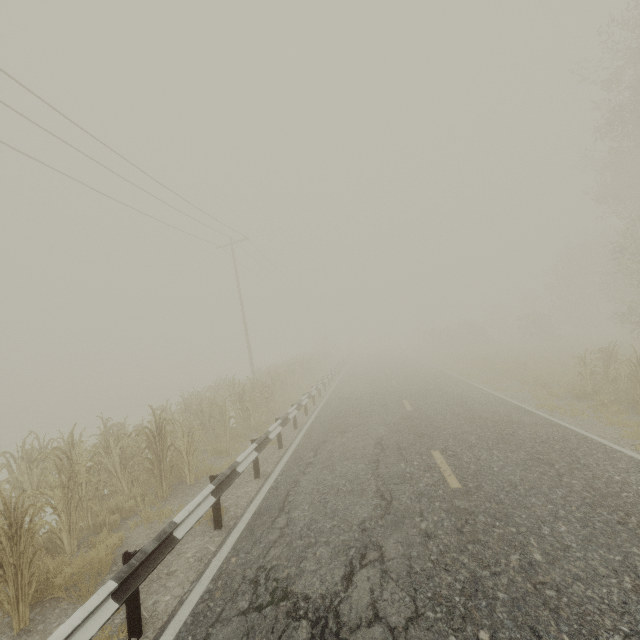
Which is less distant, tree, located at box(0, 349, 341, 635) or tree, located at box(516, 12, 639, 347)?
tree, located at box(0, 349, 341, 635)

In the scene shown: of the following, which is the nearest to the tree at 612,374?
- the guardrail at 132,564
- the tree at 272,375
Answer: the guardrail at 132,564

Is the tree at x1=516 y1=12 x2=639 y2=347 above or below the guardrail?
Result: above

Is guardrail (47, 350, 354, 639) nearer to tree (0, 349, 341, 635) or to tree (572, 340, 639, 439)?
tree (0, 349, 341, 635)

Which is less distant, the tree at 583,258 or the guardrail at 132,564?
the guardrail at 132,564

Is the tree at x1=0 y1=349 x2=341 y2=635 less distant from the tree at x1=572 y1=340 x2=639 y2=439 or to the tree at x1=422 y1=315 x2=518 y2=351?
the tree at x1=572 y1=340 x2=639 y2=439

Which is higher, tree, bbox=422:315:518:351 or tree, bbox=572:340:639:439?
tree, bbox=422:315:518:351

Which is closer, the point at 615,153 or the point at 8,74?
the point at 8,74
